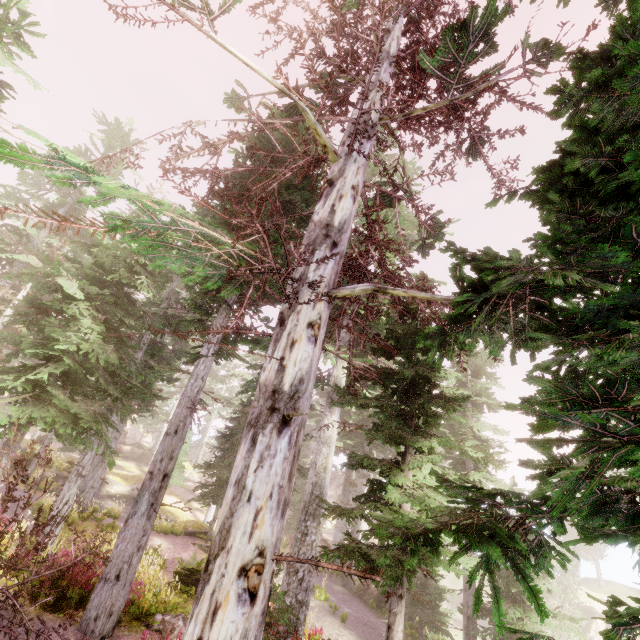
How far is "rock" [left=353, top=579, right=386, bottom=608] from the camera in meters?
17.7

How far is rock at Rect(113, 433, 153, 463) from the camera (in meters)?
43.09

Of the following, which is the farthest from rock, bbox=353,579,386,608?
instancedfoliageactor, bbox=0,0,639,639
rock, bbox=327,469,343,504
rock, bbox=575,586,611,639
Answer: rock, bbox=575,586,611,639

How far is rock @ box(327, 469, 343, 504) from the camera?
47.62m

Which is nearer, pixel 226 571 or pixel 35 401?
pixel 226 571

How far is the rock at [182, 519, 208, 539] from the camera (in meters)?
19.34

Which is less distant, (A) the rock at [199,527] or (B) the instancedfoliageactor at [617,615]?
(B) the instancedfoliageactor at [617,615]

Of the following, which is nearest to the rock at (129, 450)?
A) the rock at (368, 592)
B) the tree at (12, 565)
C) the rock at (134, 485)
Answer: the rock at (134, 485)
